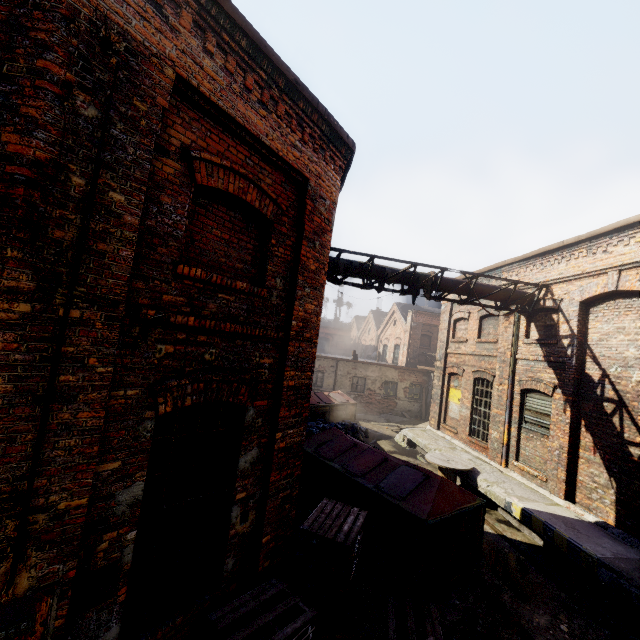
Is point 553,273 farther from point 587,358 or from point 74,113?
point 74,113

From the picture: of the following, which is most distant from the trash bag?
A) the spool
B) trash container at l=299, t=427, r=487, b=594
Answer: the spool

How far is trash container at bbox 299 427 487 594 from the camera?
6.04m

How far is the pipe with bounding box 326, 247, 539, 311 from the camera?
10.0m

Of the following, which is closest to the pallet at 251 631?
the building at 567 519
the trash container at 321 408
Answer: the building at 567 519

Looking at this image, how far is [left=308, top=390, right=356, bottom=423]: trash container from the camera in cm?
1582

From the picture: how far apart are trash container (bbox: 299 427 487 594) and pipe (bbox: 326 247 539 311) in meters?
4.4 m

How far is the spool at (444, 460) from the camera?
10.55m
